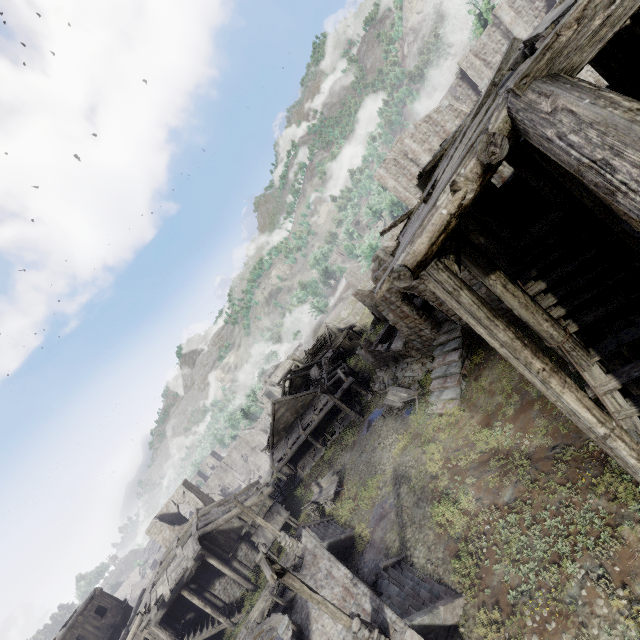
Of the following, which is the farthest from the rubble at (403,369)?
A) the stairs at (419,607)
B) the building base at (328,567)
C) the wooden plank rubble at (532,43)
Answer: the wooden plank rubble at (532,43)

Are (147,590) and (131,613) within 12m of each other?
yes

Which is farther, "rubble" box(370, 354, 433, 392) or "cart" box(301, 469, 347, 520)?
"rubble" box(370, 354, 433, 392)

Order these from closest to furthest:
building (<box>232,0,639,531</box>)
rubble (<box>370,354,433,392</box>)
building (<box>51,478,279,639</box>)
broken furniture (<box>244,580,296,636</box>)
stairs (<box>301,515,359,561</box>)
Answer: building (<box>232,0,639,531</box>) < broken furniture (<box>244,580,296,636</box>) < stairs (<box>301,515,359,561</box>) < building (<box>51,478,279,639</box>) < rubble (<box>370,354,433,392</box>)

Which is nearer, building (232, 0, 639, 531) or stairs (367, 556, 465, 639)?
building (232, 0, 639, 531)

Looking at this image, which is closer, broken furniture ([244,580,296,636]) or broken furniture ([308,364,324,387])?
broken furniture ([244,580,296,636])

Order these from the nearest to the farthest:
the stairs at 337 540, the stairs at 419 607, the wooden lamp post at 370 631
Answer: the wooden lamp post at 370 631, the stairs at 419 607, the stairs at 337 540

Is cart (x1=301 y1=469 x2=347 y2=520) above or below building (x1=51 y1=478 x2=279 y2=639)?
below
